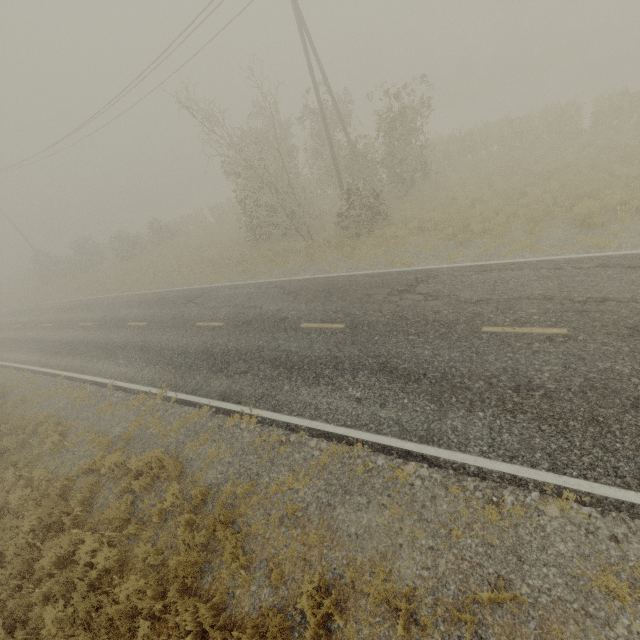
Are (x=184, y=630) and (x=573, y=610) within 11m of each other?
yes
